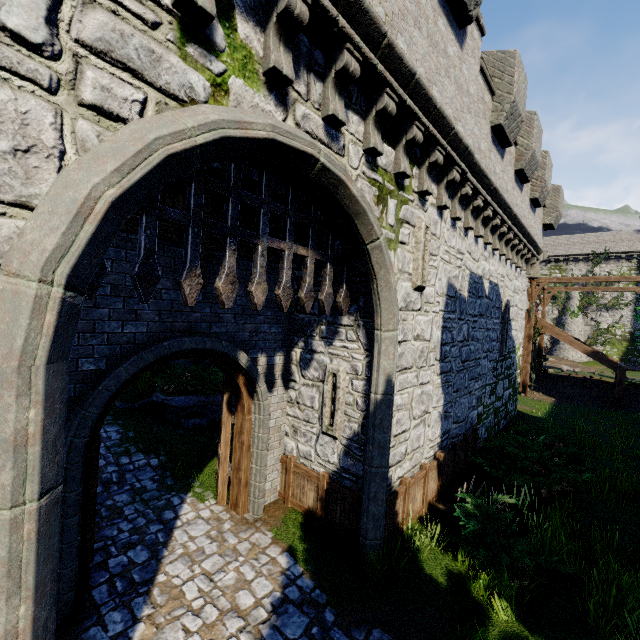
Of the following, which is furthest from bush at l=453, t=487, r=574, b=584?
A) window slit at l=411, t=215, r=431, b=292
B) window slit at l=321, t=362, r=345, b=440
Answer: → window slit at l=411, t=215, r=431, b=292

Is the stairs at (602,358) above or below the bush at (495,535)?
above

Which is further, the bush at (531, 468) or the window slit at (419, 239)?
the bush at (531, 468)

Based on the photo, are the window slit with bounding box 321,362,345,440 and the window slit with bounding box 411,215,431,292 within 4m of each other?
yes

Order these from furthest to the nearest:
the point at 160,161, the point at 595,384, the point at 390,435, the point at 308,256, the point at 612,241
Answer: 1. the point at 612,241
2. the point at 595,384
3. the point at 390,435
4. the point at 308,256
5. the point at 160,161

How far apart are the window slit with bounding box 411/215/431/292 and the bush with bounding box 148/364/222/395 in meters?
8.9

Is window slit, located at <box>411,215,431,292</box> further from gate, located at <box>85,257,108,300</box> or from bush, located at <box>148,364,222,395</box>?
bush, located at <box>148,364,222,395</box>

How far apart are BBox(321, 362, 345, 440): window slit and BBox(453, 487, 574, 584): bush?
2.55m
